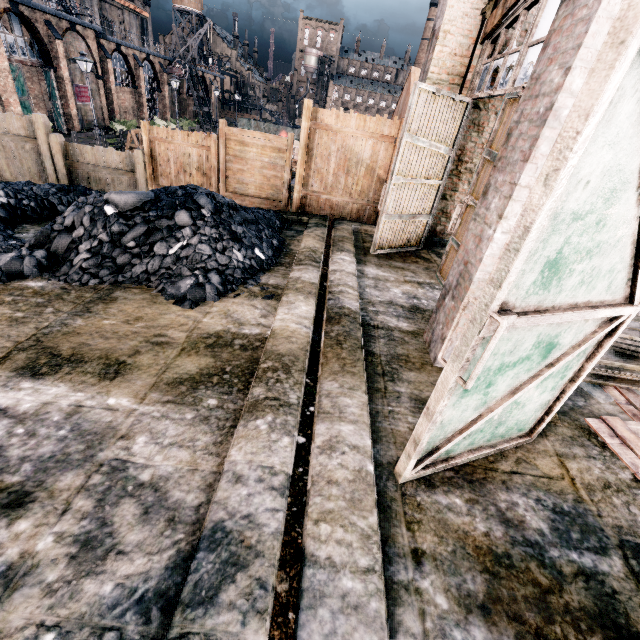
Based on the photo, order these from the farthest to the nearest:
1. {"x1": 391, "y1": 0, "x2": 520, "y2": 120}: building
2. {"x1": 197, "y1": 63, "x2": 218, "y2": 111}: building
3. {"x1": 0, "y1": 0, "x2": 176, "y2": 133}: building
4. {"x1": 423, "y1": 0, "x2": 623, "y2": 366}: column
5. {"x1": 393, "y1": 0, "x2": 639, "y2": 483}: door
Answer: {"x1": 197, "y1": 63, "x2": 218, "y2": 111}: building, {"x1": 0, "y1": 0, "x2": 176, "y2": 133}: building, {"x1": 391, "y1": 0, "x2": 520, "y2": 120}: building, {"x1": 423, "y1": 0, "x2": 623, "y2": 366}: column, {"x1": 393, "y1": 0, "x2": 639, "y2": 483}: door

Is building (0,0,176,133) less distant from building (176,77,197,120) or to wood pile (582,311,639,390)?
building (176,77,197,120)

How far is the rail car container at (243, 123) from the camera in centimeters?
4822cm

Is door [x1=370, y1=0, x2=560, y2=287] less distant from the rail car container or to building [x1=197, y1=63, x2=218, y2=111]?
building [x1=197, y1=63, x2=218, y2=111]

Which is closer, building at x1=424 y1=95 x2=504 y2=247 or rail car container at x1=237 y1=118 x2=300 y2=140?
building at x1=424 y1=95 x2=504 y2=247

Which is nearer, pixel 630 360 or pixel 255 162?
pixel 630 360

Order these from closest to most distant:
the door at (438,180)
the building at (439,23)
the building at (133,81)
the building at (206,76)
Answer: the door at (438,180)
the building at (439,23)
the building at (133,81)
the building at (206,76)

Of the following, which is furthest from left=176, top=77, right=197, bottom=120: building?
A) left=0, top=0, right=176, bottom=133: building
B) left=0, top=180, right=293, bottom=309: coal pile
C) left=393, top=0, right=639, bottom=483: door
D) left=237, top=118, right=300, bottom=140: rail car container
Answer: left=393, top=0, right=639, bottom=483: door
